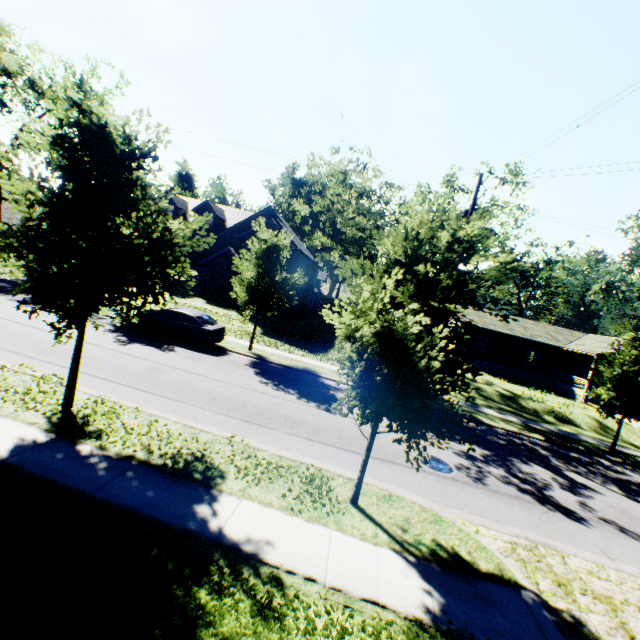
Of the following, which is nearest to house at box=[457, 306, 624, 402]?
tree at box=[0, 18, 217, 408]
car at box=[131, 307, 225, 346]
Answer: tree at box=[0, 18, 217, 408]

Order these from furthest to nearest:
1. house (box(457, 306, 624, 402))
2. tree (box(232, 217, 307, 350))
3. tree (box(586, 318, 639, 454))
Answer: house (box(457, 306, 624, 402))
tree (box(232, 217, 307, 350))
tree (box(586, 318, 639, 454))

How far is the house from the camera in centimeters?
3028cm

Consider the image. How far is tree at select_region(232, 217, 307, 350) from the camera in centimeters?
1697cm

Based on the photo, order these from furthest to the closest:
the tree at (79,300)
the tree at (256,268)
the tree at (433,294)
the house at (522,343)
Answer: the house at (522,343), the tree at (256,268), the tree at (79,300), the tree at (433,294)

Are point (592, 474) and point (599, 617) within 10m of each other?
yes

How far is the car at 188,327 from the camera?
16.4 meters

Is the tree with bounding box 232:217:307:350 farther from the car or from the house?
the house
